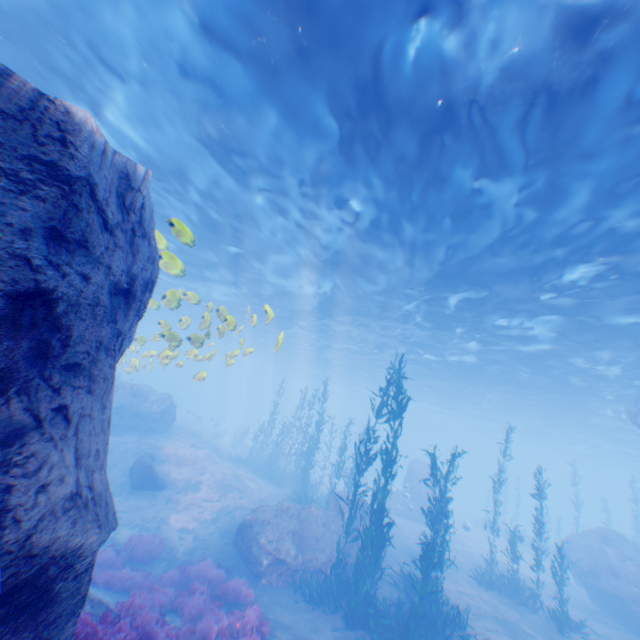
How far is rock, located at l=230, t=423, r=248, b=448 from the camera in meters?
34.3 m

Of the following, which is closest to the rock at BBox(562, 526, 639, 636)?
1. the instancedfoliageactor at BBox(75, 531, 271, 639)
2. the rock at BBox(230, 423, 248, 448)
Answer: the instancedfoliageactor at BBox(75, 531, 271, 639)

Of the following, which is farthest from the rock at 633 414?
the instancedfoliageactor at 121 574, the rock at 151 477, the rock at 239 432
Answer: the rock at 239 432

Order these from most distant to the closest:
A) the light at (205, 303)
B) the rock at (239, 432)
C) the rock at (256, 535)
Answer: the rock at (239, 432)
the rock at (256, 535)
the light at (205, 303)

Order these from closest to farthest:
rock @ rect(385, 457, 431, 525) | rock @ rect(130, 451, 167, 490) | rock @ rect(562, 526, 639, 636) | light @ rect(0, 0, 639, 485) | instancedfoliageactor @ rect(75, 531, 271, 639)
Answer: instancedfoliageactor @ rect(75, 531, 271, 639)
light @ rect(0, 0, 639, 485)
rock @ rect(562, 526, 639, 636)
rock @ rect(130, 451, 167, 490)
rock @ rect(385, 457, 431, 525)

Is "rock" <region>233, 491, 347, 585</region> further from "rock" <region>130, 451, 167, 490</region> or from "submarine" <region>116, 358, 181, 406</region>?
"rock" <region>130, 451, 167, 490</region>

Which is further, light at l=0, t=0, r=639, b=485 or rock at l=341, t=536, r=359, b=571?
rock at l=341, t=536, r=359, b=571

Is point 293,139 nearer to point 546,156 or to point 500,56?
point 500,56
